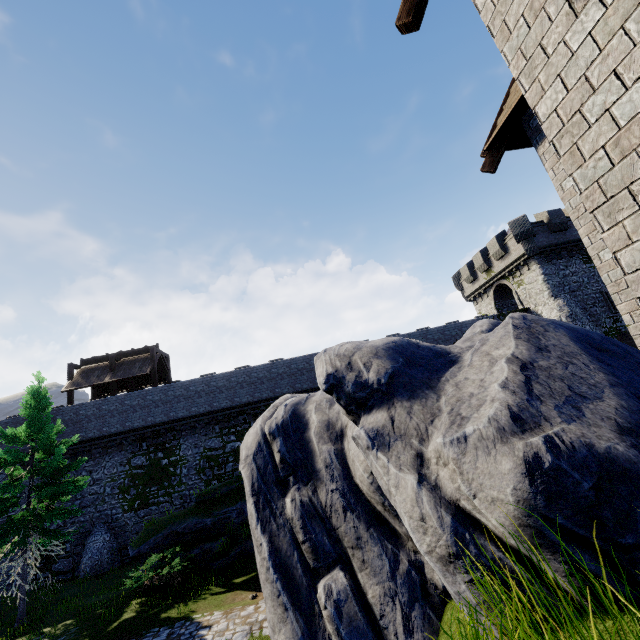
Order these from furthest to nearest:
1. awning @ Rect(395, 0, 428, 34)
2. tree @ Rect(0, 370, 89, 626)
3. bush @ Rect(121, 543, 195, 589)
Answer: tree @ Rect(0, 370, 89, 626) → bush @ Rect(121, 543, 195, 589) → awning @ Rect(395, 0, 428, 34)

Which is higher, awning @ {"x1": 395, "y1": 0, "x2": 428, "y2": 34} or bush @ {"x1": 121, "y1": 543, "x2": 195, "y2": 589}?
awning @ {"x1": 395, "y1": 0, "x2": 428, "y2": 34}

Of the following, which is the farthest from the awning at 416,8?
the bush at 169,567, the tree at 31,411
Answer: the tree at 31,411

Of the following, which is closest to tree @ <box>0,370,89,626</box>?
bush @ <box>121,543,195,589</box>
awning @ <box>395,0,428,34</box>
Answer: bush @ <box>121,543,195,589</box>

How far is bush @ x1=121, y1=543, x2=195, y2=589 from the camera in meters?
13.0

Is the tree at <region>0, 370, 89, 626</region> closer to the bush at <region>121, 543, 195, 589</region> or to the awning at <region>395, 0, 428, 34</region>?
the bush at <region>121, 543, 195, 589</region>

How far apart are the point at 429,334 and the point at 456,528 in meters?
24.4
